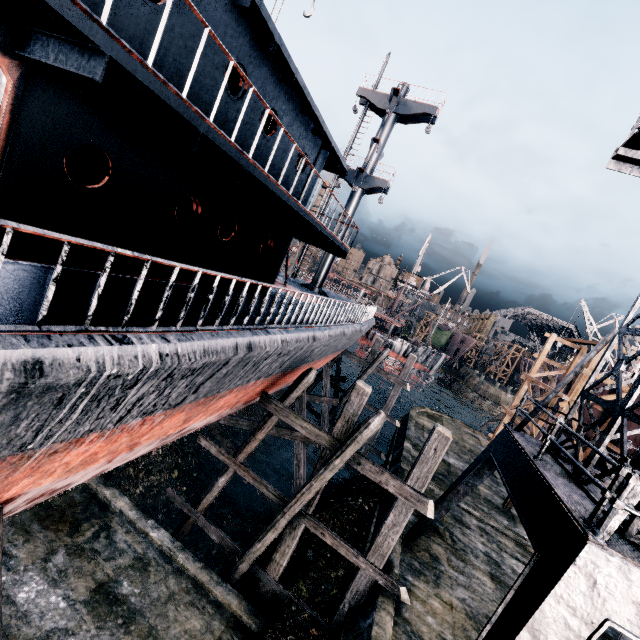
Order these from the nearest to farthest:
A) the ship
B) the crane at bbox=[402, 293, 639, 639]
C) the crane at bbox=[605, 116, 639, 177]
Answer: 1. the ship
2. the crane at bbox=[402, 293, 639, 639]
3. the crane at bbox=[605, 116, 639, 177]

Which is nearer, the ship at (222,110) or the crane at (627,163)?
the ship at (222,110)

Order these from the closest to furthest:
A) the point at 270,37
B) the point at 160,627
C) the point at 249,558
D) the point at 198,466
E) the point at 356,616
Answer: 1. the point at 270,37
2. the point at 160,627
3. the point at 356,616
4. the point at 249,558
5. the point at 198,466

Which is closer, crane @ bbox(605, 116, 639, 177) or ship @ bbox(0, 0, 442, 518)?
ship @ bbox(0, 0, 442, 518)

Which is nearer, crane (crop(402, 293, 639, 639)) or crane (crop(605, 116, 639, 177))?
crane (crop(402, 293, 639, 639))

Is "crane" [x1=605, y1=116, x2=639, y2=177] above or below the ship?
above

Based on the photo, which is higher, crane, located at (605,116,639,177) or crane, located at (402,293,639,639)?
crane, located at (605,116,639,177)
